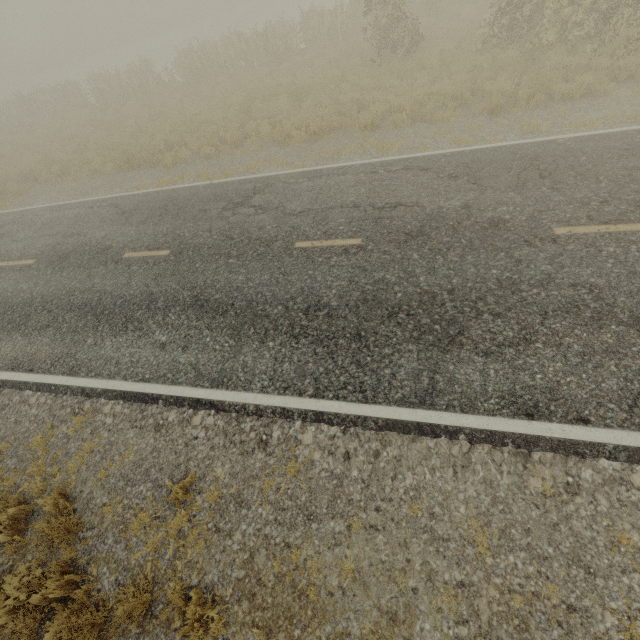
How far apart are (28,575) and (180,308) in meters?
4.6 m

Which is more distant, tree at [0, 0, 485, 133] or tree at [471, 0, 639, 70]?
tree at [0, 0, 485, 133]

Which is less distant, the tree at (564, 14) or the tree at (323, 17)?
the tree at (564, 14)
